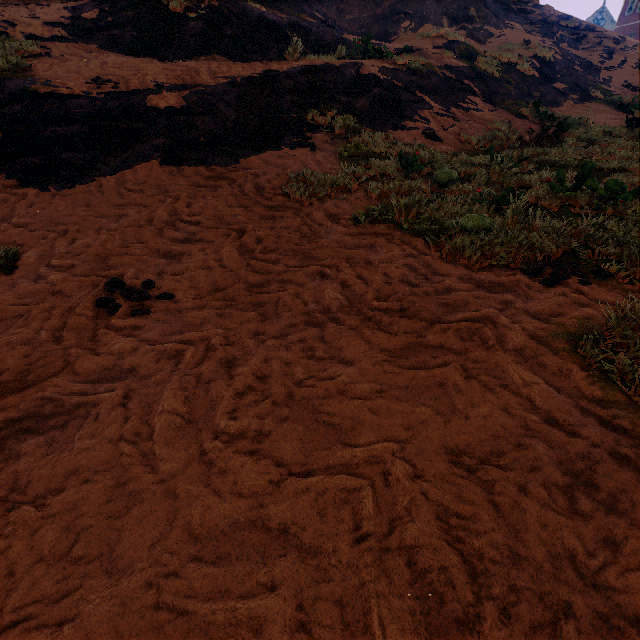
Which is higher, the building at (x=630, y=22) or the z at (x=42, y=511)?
the building at (x=630, y=22)

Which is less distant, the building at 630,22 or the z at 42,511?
the z at 42,511

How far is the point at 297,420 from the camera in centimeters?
167cm

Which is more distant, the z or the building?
the building

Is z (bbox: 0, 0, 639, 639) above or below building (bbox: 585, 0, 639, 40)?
below
